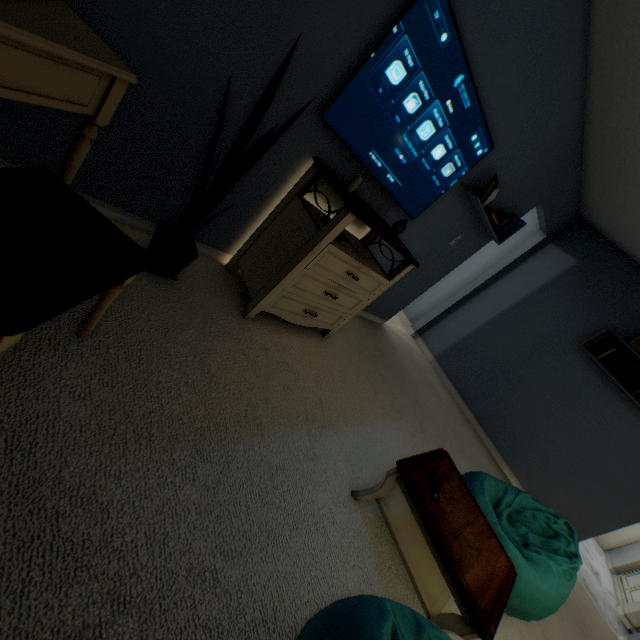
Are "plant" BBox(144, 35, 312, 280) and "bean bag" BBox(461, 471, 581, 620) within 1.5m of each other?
no

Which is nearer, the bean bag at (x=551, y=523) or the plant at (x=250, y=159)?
the plant at (x=250, y=159)

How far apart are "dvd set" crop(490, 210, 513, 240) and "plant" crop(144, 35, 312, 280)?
2.36m

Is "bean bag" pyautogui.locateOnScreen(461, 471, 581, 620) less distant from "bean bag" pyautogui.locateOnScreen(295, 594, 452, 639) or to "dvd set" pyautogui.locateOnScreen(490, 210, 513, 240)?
"bean bag" pyautogui.locateOnScreen(295, 594, 452, 639)

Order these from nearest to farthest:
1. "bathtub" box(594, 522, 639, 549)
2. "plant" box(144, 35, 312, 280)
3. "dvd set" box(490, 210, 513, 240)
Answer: "plant" box(144, 35, 312, 280) < "dvd set" box(490, 210, 513, 240) < "bathtub" box(594, 522, 639, 549)

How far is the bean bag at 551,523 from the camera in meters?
1.8

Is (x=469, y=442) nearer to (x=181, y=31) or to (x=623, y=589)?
(x=623, y=589)

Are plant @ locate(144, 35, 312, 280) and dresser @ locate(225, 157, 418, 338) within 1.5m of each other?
yes
